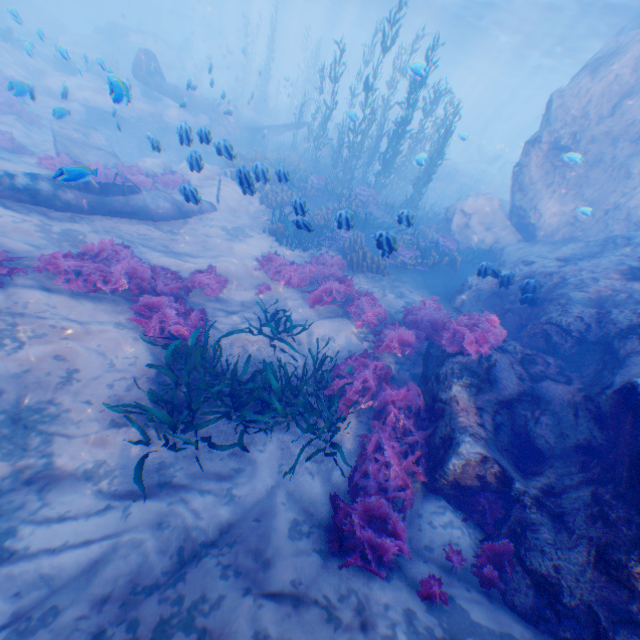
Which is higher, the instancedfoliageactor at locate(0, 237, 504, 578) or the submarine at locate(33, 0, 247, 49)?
the submarine at locate(33, 0, 247, 49)

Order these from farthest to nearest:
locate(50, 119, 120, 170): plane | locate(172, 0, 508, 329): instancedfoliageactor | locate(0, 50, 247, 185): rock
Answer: locate(50, 119, 120, 170): plane < locate(172, 0, 508, 329): instancedfoliageactor < locate(0, 50, 247, 185): rock

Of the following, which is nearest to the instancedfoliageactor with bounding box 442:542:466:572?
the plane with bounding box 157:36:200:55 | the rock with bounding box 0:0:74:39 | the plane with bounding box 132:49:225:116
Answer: the rock with bounding box 0:0:74:39

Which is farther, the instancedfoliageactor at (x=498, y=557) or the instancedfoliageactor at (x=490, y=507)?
the instancedfoliageactor at (x=490, y=507)

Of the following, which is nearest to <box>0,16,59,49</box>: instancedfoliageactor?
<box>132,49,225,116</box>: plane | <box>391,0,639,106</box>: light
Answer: <box>132,49,225,116</box>: plane

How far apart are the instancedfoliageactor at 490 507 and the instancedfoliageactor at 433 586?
1.3m

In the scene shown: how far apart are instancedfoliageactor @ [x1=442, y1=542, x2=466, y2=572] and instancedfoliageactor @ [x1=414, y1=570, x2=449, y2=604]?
0.5m

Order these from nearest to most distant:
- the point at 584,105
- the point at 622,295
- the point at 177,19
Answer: the point at 622,295 < the point at 584,105 < the point at 177,19
